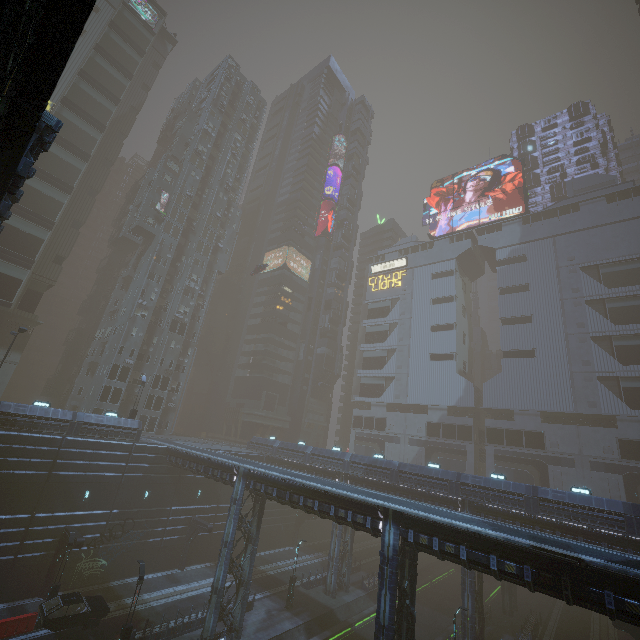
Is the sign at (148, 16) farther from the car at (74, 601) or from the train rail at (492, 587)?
the train rail at (492, 587)

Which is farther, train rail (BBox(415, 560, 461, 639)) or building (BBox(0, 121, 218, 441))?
building (BBox(0, 121, 218, 441))

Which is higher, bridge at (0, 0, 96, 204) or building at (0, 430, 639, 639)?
bridge at (0, 0, 96, 204)

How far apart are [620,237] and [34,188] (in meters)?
85.07

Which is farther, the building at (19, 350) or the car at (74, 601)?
the building at (19, 350)

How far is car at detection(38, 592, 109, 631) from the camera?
20.6 meters

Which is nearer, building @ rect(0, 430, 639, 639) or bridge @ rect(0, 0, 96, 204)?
bridge @ rect(0, 0, 96, 204)

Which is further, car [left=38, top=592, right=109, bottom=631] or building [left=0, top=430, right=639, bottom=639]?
car [left=38, top=592, right=109, bottom=631]
